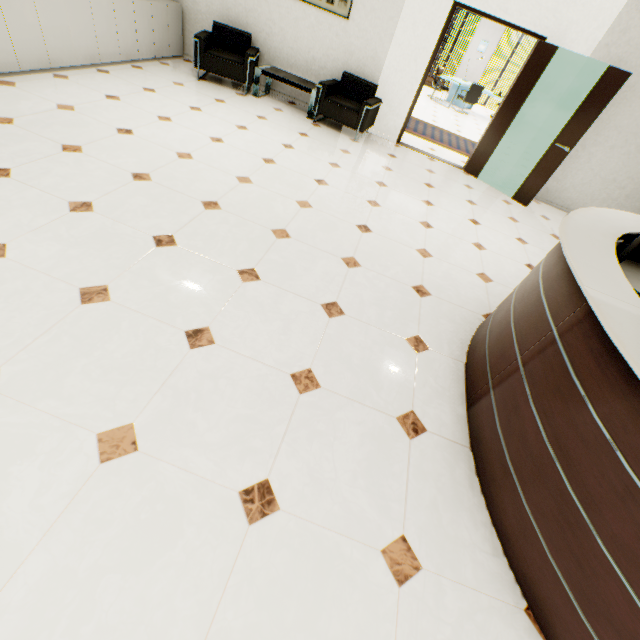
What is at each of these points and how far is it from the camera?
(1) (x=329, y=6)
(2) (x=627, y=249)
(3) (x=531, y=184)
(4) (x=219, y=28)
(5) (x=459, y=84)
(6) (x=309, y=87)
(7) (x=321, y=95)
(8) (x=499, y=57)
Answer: (1) picture, 5.43m
(2) monitor, 2.12m
(3) door, 5.74m
(4) chair, 5.71m
(5) desk, 10.76m
(6) table, 5.75m
(7) chair, 5.59m
(8) building, 53.62m

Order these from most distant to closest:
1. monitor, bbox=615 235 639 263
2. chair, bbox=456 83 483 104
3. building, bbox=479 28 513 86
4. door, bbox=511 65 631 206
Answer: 1. building, bbox=479 28 513 86
2. chair, bbox=456 83 483 104
3. door, bbox=511 65 631 206
4. monitor, bbox=615 235 639 263

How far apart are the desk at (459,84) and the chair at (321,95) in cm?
709

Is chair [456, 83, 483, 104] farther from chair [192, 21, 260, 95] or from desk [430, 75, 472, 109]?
chair [192, 21, 260, 95]

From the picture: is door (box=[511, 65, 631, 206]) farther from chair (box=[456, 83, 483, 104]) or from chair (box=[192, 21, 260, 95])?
chair (box=[456, 83, 483, 104])

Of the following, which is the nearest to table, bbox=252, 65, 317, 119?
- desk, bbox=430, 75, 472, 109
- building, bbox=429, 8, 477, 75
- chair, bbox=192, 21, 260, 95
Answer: chair, bbox=192, 21, 260, 95

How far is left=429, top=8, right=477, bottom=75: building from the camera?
51.8 meters

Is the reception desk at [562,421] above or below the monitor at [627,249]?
below
